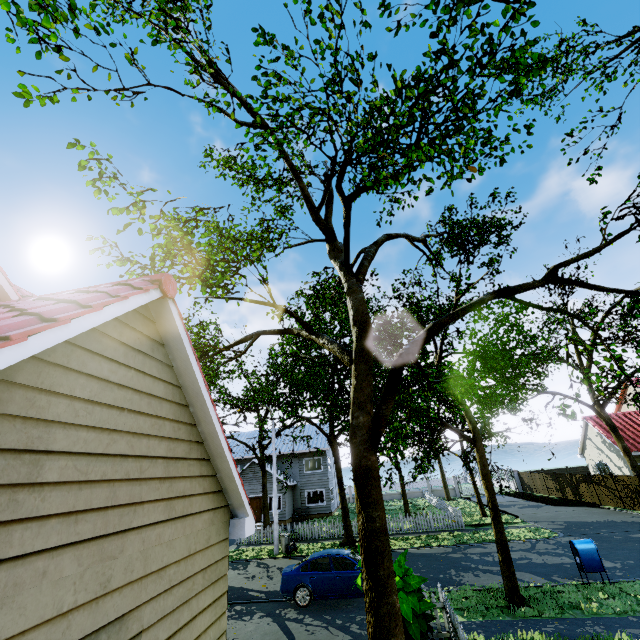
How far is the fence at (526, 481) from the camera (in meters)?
36.69

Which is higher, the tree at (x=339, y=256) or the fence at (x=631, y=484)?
the tree at (x=339, y=256)

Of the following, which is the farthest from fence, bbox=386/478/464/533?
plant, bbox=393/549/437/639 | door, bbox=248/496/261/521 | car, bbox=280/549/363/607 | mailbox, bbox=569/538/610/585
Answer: door, bbox=248/496/261/521

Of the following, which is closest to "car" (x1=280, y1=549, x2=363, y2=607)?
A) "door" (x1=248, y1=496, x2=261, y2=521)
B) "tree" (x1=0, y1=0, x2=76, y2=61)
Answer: "tree" (x1=0, y1=0, x2=76, y2=61)

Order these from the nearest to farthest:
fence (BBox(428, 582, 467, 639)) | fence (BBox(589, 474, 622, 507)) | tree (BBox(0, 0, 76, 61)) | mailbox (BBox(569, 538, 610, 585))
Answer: tree (BBox(0, 0, 76, 61)) → fence (BBox(428, 582, 467, 639)) → mailbox (BBox(569, 538, 610, 585)) → fence (BBox(589, 474, 622, 507))

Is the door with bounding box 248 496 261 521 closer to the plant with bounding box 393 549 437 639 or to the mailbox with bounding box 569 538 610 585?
the plant with bounding box 393 549 437 639

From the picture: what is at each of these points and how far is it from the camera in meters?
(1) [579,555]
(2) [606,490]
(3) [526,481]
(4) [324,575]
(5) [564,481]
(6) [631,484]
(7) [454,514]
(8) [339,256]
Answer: (1) mailbox, 10.9
(2) fence, 24.5
(3) fence, 37.8
(4) car, 11.5
(5) fence, 30.0
(6) fence, 21.9
(7) fence, 21.7
(8) tree, 7.1
